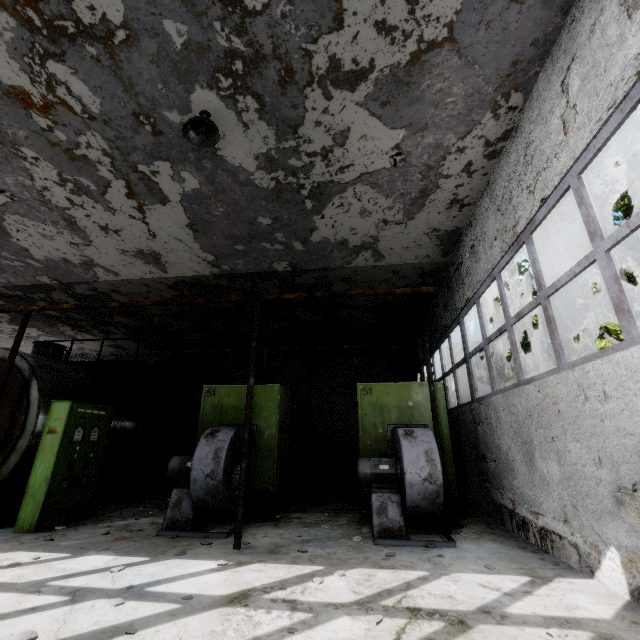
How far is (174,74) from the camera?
4.93m

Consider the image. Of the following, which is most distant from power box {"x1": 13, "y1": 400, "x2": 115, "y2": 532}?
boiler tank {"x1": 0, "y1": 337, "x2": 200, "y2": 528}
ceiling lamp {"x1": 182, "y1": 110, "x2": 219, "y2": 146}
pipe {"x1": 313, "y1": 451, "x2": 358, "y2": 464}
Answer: pipe {"x1": 313, "y1": 451, "x2": 358, "y2": 464}

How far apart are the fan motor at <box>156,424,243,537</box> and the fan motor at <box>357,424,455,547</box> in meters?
2.4

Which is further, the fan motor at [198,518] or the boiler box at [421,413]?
the boiler box at [421,413]

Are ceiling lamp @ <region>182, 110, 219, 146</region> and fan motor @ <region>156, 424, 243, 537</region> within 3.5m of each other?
no

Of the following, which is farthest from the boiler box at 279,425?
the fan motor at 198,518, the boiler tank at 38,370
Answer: the boiler tank at 38,370

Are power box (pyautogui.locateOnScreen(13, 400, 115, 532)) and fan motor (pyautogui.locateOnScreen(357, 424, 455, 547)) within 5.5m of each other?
no

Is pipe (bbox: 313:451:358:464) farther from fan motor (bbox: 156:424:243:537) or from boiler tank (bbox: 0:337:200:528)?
fan motor (bbox: 156:424:243:537)
